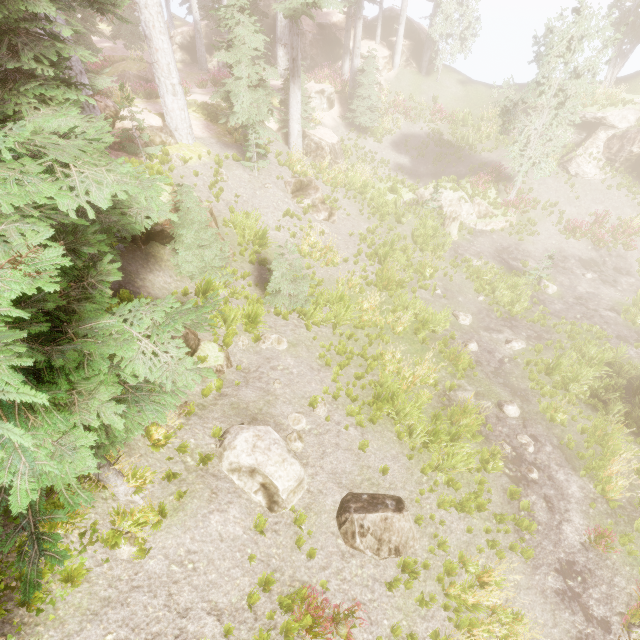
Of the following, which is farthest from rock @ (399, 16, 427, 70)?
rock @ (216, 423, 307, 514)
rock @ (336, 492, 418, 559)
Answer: rock @ (336, 492, 418, 559)

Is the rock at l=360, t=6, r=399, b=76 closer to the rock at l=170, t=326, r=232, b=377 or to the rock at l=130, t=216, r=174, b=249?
the rock at l=130, t=216, r=174, b=249

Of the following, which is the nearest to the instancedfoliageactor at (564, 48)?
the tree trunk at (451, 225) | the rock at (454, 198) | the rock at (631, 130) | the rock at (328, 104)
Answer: the rock at (631, 130)

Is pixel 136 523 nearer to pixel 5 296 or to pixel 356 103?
pixel 5 296

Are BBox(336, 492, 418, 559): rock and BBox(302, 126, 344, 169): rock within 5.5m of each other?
no

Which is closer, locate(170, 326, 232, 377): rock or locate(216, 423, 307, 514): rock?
locate(216, 423, 307, 514): rock

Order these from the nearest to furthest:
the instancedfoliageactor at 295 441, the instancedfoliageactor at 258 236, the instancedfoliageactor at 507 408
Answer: the instancedfoliageactor at 295 441
the instancedfoliageactor at 507 408
the instancedfoliageactor at 258 236

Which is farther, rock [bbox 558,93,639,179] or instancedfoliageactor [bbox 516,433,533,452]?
rock [bbox 558,93,639,179]
